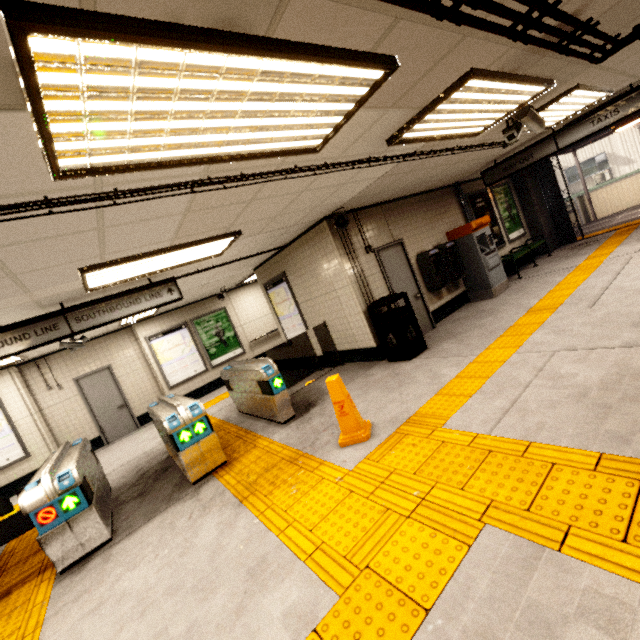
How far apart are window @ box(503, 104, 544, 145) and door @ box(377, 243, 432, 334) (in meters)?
2.68

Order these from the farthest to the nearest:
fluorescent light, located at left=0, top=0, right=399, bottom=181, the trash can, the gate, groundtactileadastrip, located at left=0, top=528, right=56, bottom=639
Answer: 1. the gate
2. the trash can
3. groundtactileadastrip, located at left=0, top=528, right=56, bottom=639
4. fluorescent light, located at left=0, top=0, right=399, bottom=181

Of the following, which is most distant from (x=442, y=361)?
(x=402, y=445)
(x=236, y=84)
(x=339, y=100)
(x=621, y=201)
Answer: (x=621, y=201)

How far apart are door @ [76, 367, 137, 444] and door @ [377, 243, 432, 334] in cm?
841

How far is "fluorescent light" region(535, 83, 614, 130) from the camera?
4.4m

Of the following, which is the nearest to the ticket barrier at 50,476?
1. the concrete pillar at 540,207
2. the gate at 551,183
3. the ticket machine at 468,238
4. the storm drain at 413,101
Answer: the storm drain at 413,101

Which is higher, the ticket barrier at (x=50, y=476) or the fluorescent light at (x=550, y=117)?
the fluorescent light at (x=550, y=117)

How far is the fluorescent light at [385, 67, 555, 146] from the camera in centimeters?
287cm
